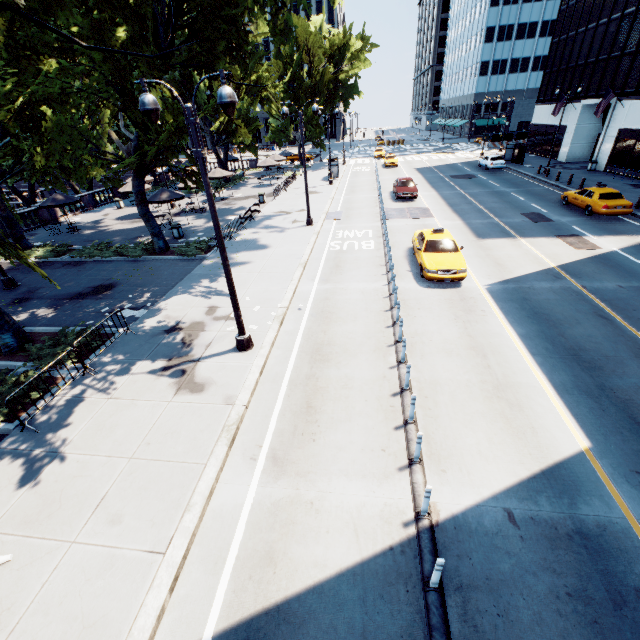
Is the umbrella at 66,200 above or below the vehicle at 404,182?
above

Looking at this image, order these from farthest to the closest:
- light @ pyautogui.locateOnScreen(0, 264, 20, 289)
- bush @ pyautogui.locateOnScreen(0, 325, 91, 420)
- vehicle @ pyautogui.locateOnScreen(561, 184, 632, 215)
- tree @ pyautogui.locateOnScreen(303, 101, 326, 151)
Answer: tree @ pyautogui.locateOnScreen(303, 101, 326, 151), vehicle @ pyautogui.locateOnScreen(561, 184, 632, 215), light @ pyautogui.locateOnScreen(0, 264, 20, 289), bush @ pyautogui.locateOnScreen(0, 325, 91, 420)

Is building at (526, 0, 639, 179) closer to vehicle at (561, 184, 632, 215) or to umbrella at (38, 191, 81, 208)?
vehicle at (561, 184, 632, 215)

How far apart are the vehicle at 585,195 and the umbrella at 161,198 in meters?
27.8

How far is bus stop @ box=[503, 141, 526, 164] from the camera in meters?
38.4 m

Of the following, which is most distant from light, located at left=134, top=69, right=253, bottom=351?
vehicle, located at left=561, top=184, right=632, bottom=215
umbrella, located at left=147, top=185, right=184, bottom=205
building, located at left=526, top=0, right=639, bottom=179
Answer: building, located at left=526, top=0, right=639, bottom=179

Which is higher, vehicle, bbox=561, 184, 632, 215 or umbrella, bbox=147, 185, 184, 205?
umbrella, bbox=147, 185, 184, 205

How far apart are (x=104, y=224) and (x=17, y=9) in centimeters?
2447cm
